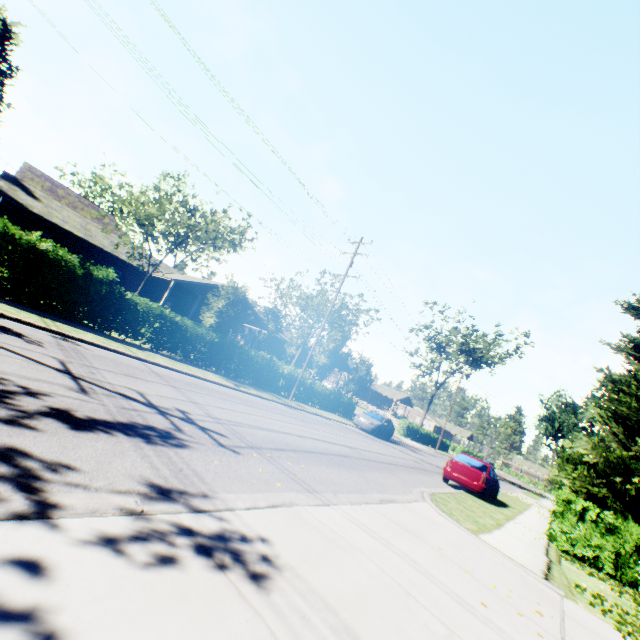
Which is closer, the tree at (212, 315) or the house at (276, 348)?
A: the tree at (212, 315)

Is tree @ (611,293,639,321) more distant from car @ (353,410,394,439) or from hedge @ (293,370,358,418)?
hedge @ (293,370,358,418)

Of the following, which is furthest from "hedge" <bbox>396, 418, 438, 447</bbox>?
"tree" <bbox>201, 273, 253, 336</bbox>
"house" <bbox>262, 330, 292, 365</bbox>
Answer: "house" <bbox>262, 330, 292, 365</bbox>

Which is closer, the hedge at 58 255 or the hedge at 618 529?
the hedge at 618 529

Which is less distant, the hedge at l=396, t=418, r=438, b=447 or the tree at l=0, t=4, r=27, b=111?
the tree at l=0, t=4, r=27, b=111

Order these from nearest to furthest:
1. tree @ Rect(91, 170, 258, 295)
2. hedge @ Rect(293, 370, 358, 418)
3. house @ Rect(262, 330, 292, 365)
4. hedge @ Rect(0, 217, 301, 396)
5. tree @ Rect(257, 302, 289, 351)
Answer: hedge @ Rect(0, 217, 301, 396), tree @ Rect(91, 170, 258, 295), hedge @ Rect(293, 370, 358, 418), tree @ Rect(257, 302, 289, 351), house @ Rect(262, 330, 292, 365)

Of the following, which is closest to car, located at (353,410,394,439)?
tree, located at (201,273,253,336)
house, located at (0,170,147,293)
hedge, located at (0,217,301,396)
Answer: tree, located at (201,273,253,336)

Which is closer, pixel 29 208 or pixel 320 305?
pixel 29 208
